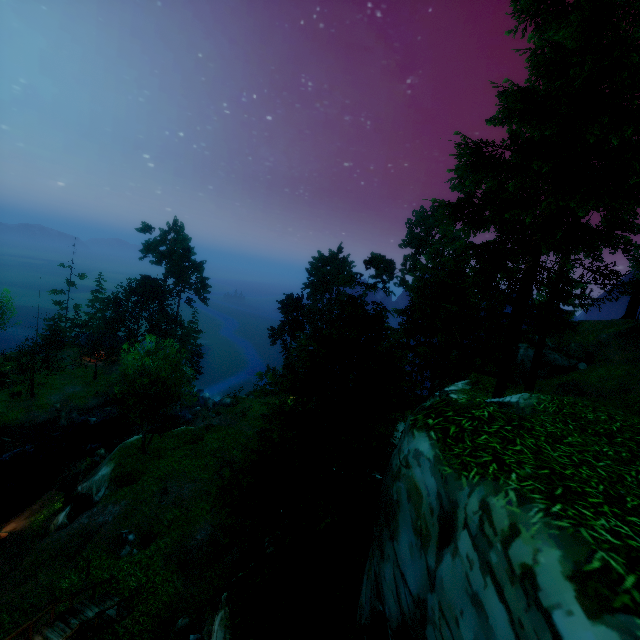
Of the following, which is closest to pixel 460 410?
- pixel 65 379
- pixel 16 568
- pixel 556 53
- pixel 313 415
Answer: pixel 313 415

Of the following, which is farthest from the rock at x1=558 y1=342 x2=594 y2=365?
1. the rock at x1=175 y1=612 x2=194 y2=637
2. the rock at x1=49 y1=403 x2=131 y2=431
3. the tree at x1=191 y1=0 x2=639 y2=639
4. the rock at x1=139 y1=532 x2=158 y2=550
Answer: the rock at x1=49 y1=403 x2=131 y2=431

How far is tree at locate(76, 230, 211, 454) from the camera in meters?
23.8

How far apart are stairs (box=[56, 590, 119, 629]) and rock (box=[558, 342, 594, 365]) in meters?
40.6 m

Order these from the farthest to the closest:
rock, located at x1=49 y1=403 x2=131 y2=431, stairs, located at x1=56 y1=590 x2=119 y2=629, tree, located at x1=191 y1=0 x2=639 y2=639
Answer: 1. rock, located at x1=49 y1=403 x2=131 y2=431
2. stairs, located at x1=56 y1=590 x2=119 y2=629
3. tree, located at x1=191 y1=0 x2=639 y2=639

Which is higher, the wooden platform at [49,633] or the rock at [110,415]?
the wooden platform at [49,633]

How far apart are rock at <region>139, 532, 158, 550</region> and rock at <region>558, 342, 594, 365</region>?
39.44m

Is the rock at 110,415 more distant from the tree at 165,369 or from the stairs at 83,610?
the stairs at 83,610
